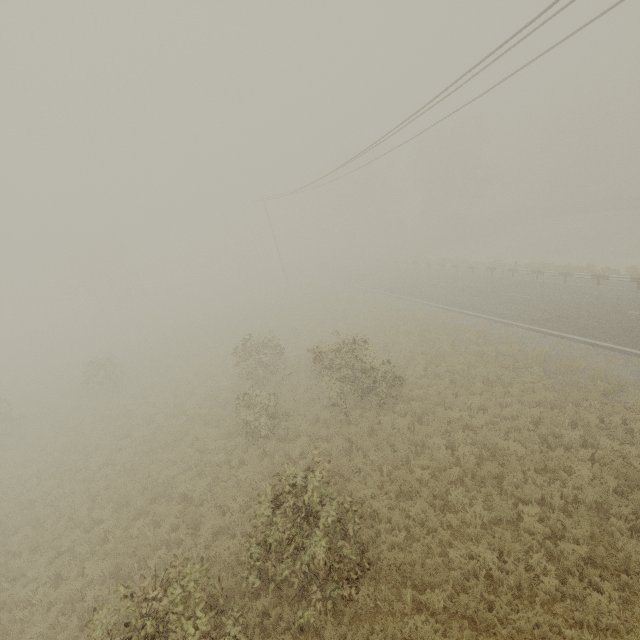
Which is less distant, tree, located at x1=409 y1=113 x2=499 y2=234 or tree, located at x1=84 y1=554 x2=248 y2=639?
tree, located at x1=84 y1=554 x2=248 y2=639

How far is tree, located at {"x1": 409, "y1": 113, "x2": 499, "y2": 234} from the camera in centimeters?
4775cm

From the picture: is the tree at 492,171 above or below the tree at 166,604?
above

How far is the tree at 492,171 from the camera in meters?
47.8

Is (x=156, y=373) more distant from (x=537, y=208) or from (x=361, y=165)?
(x=537, y=208)

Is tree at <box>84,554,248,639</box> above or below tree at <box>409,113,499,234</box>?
below
